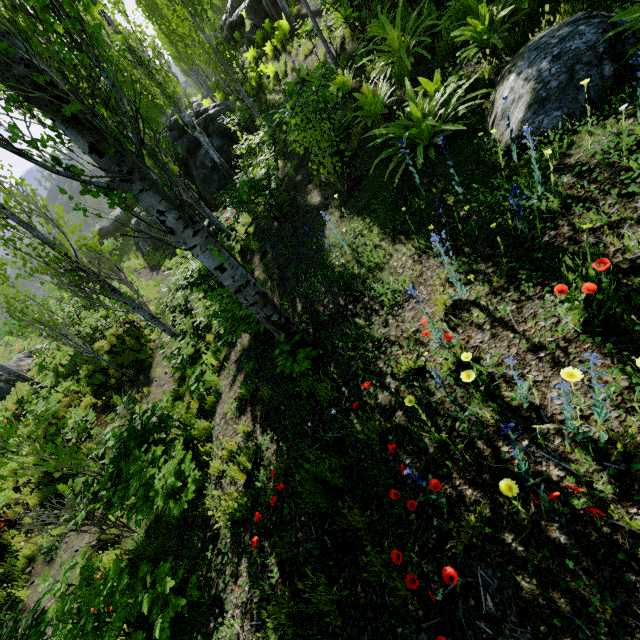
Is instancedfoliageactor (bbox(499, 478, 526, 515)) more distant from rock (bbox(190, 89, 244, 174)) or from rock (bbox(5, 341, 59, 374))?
rock (bbox(190, 89, 244, 174))

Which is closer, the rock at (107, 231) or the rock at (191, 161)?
the rock at (191, 161)

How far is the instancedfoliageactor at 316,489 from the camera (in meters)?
2.95

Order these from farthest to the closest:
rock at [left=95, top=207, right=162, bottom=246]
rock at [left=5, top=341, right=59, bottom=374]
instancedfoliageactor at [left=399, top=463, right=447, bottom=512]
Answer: rock at [left=95, top=207, right=162, bottom=246] → rock at [left=5, top=341, right=59, bottom=374] → instancedfoliageactor at [left=399, top=463, right=447, bottom=512]

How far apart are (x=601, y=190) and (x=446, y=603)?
3.53m

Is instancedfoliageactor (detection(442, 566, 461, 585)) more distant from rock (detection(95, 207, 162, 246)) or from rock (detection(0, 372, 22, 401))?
rock (detection(95, 207, 162, 246))

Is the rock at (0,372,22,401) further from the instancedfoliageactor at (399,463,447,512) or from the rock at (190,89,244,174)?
the rock at (190,89,244,174)

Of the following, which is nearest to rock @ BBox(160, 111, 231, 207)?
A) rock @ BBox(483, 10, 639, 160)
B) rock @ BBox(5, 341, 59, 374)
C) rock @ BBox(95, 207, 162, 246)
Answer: rock @ BBox(95, 207, 162, 246)
